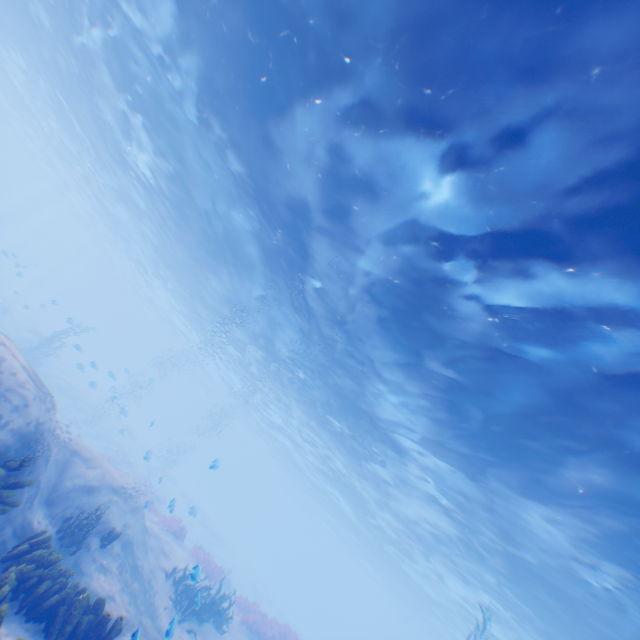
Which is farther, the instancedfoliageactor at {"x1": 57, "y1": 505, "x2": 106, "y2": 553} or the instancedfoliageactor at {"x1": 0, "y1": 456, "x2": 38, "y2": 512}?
the instancedfoliageactor at {"x1": 57, "y1": 505, "x2": 106, "y2": 553}

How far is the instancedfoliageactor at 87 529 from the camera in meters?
8.1 m

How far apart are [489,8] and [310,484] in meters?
49.1

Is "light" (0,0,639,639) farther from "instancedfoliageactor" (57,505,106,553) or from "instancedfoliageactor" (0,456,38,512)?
"instancedfoliageactor" (57,505,106,553)

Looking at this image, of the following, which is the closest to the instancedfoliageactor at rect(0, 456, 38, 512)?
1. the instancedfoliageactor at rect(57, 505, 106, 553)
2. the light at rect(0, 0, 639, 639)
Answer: the instancedfoliageactor at rect(57, 505, 106, 553)

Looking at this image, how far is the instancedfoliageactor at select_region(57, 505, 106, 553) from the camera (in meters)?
8.10

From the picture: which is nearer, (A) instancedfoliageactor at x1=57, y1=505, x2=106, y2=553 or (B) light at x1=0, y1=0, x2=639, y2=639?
(B) light at x1=0, y1=0, x2=639, y2=639

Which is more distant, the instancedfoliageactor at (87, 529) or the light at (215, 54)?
the instancedfoliageactor at (87, 529)
